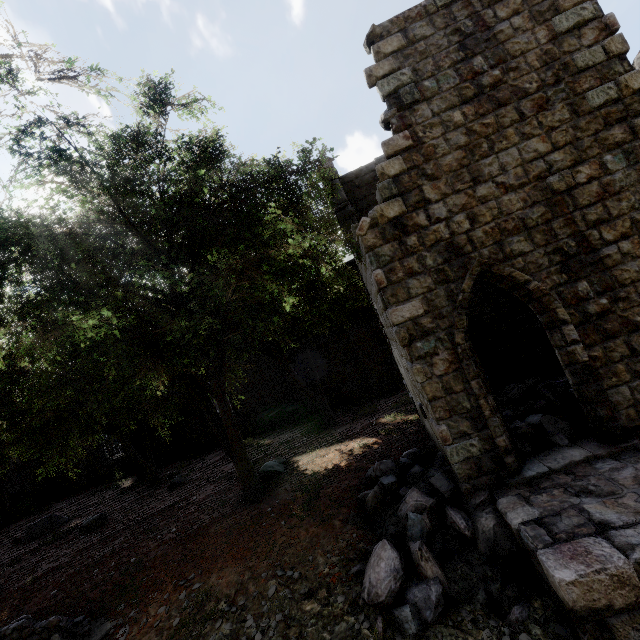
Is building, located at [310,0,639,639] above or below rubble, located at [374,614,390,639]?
above

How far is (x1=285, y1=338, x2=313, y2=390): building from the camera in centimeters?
2056cm

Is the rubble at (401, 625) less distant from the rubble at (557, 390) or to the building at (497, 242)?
the building at (497, 242)

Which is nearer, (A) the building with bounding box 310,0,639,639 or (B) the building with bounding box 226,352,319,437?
(A) the building with bounding box 310,0,639,639

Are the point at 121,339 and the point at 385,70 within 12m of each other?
yes

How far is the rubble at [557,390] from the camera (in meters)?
6.70

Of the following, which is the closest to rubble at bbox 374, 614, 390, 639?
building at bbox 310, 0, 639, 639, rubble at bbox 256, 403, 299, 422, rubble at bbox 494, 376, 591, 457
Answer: building at bbox 310, 0, 639, 639

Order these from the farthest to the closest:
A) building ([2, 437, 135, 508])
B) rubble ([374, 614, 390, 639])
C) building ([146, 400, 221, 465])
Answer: building ([2, 437, 135, 508]), building ([146, 400, 221, 465]), rubble ([374, 614, 390, 639])
